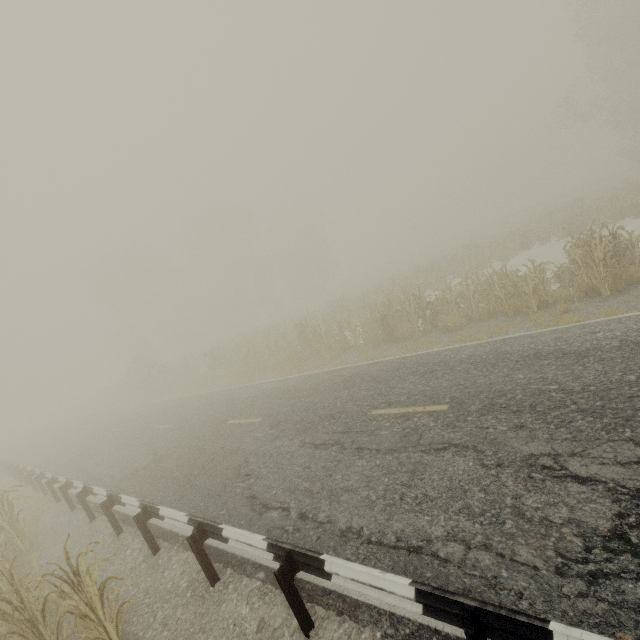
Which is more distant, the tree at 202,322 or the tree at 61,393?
the tree at 61,393

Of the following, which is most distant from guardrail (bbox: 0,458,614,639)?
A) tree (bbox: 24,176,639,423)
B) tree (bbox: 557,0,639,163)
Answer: tree (bbox: 557,0,639,163)

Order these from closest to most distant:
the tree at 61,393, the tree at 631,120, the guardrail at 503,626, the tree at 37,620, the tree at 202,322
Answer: the guardrail at 503,626, the tree at 37,620, the tree at 202,322, the tree at 631,120, the tree at 61,393

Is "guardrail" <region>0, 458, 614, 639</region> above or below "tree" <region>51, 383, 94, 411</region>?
below

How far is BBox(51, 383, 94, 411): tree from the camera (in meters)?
56.38

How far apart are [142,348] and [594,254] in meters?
45.1 m

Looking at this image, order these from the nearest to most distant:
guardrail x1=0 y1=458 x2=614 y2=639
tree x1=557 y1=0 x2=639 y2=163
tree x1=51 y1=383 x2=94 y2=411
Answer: guardrail x1=0 y1=458 x2=614 y2=639
tree x1=557 y1=0 x2=639 y2=163
tree x1=51 y1=383 x2=94 y2=411

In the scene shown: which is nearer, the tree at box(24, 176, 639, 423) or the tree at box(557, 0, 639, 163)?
the tree at box(24, 176, 639, 423)
